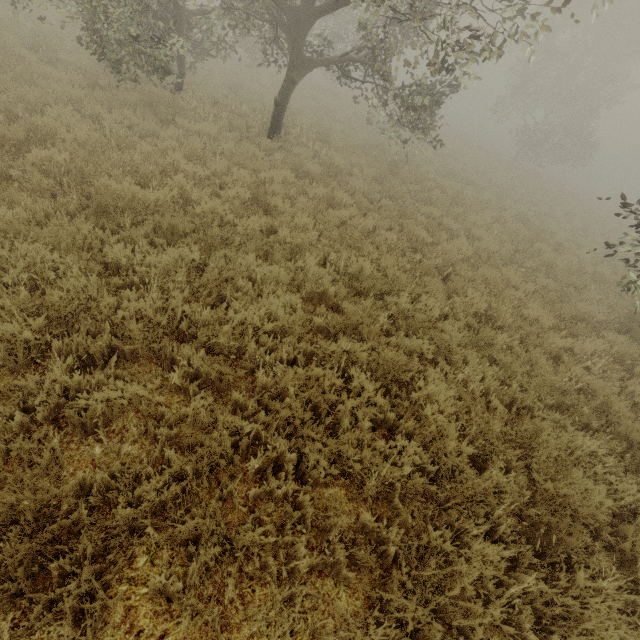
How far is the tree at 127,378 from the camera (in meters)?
2.91

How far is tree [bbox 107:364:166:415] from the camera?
2.9m

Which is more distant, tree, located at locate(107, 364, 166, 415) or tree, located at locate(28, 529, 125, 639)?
tree, located at locate(107, 364, 166, 415)

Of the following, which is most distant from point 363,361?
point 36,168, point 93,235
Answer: point 36,168

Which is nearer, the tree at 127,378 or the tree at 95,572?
the tree at 95,572
